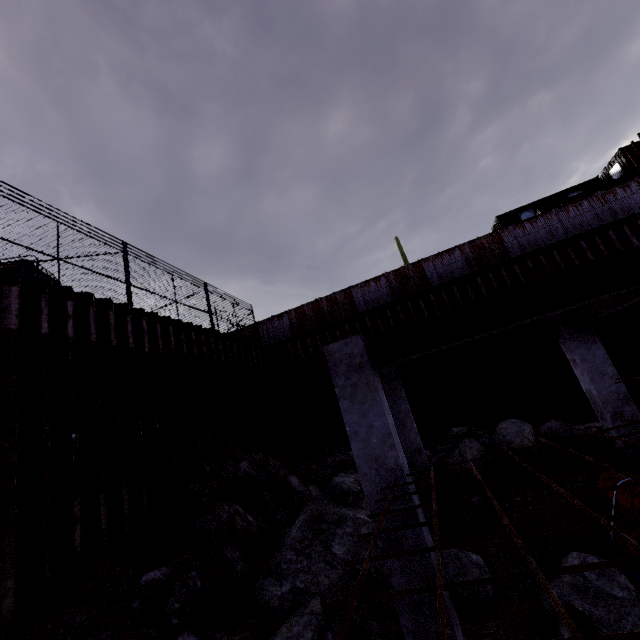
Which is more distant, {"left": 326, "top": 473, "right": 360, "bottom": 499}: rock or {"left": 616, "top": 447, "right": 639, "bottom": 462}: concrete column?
{"left": 326, "top": 473, "right": 360, "bottom": 499}: rock

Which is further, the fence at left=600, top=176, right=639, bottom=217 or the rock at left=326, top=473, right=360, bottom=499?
the fence at left=600, top=176, right=639, bottom=217

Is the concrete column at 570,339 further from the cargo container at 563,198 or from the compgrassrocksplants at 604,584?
the cargo container at 563,198

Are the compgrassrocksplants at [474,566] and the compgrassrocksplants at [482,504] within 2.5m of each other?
yes

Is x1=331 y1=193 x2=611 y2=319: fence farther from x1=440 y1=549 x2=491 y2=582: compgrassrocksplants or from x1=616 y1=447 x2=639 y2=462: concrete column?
x1=440 y1=549 x2=491 y2=582: compgrassrocksplants

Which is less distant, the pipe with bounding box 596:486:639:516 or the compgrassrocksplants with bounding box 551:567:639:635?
the compgrassrocksplants with bounding box 551:567:639:635

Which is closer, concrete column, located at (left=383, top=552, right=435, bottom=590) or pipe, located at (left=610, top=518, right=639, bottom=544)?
concrete column, located at (left=383, top=552, right=435, bottom=590)

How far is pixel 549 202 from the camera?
20.3 meters
